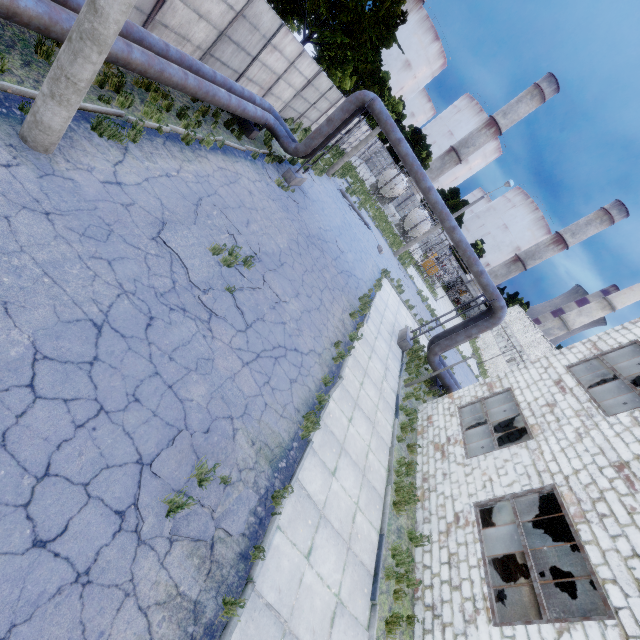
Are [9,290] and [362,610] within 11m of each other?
yes

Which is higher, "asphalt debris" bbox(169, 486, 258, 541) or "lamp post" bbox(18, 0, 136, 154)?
"lamp post" bbox(18, 0, 136, 154)

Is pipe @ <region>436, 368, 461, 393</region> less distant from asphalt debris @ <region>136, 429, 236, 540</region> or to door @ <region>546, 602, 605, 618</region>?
door @ <region>546, 602, 605, 618</region>

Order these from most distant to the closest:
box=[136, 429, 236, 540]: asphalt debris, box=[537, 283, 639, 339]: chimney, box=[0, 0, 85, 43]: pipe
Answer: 1. box=[537, 283, 639, 339]: chimney
2. box=[0, 0, 85, 43]: pipe
3. box=[136, 429, 236, 540]: asphalt debris

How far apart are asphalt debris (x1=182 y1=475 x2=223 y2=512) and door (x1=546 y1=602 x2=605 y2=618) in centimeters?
1468cm

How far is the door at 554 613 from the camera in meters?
11.9

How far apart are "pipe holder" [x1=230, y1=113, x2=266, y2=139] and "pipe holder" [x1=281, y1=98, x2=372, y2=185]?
1.9 meters

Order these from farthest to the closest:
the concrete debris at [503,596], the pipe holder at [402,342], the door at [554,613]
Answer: the pipe holder at [402,342]
the door at [554,613]
the concrete debris at [503,596]
